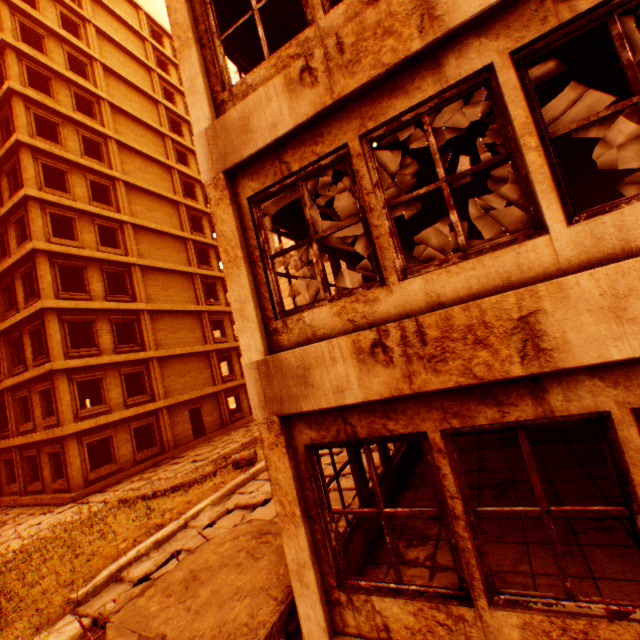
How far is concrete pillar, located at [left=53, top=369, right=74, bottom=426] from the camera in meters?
15.5

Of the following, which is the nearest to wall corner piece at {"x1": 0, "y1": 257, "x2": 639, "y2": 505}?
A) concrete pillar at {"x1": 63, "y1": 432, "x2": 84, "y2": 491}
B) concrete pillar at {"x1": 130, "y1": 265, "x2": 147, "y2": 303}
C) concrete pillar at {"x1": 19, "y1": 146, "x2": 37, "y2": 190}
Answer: concrete pillar at {"x1": 63, "y1": 432, "x2": 84, "y2": 491}

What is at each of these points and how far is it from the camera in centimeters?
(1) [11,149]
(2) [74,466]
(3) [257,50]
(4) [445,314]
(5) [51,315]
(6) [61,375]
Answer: (1) wall corner piece, 1700cm
(2) concrete pillar, 1522cm
(3) wall corner piece, 566cm
(4) wall corner piece, 282cm
(5) concrete pillar, 1603cm
(6) concrete pillar, 1573cm

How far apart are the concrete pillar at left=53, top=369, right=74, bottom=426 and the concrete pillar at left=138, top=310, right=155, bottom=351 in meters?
4.4 m

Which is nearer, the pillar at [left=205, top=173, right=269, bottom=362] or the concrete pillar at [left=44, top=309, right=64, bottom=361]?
the pillar at [left=205, top=173, right=269, bottom=362]

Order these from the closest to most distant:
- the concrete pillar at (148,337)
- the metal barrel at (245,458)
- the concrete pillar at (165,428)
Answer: the metal barrel at (245,458), the concrete pillar at (165,428), the concrete pillar at (148,337)

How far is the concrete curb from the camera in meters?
5.9

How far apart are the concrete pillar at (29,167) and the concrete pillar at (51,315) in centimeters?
635cm
